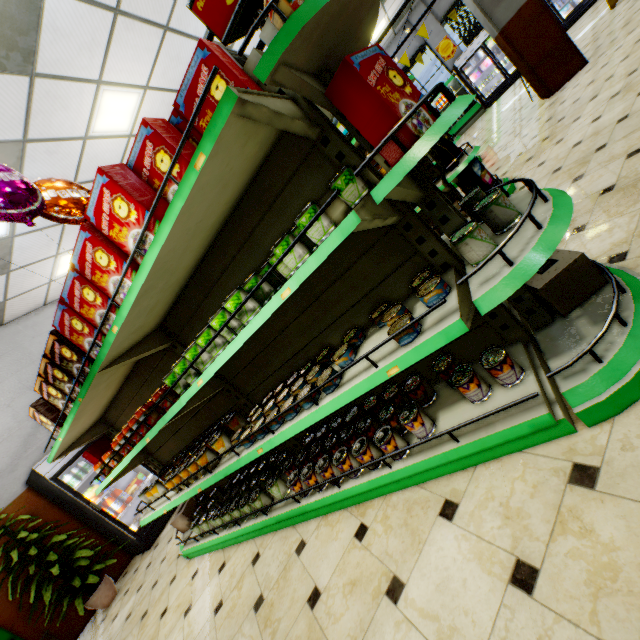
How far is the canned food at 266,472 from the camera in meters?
1.9

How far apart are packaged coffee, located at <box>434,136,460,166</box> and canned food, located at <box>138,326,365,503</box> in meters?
4.0 m

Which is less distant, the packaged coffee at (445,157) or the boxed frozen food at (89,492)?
the packaged coffee at (445,157)

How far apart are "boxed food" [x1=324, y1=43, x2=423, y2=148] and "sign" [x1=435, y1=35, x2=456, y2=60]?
16.2m

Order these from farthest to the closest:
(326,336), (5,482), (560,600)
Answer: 1. (5,482)
2. (326,336)
3. (560,600)

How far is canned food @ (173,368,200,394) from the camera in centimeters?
208cm

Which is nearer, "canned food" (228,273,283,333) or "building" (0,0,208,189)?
"canned food" (228,273,283,333)

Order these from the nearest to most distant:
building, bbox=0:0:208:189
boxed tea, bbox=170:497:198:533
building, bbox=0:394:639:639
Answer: building, bbox=0:394:639:639, building, bbox=0:0:208:189, boxed tea, bbox=170:497:198:533
